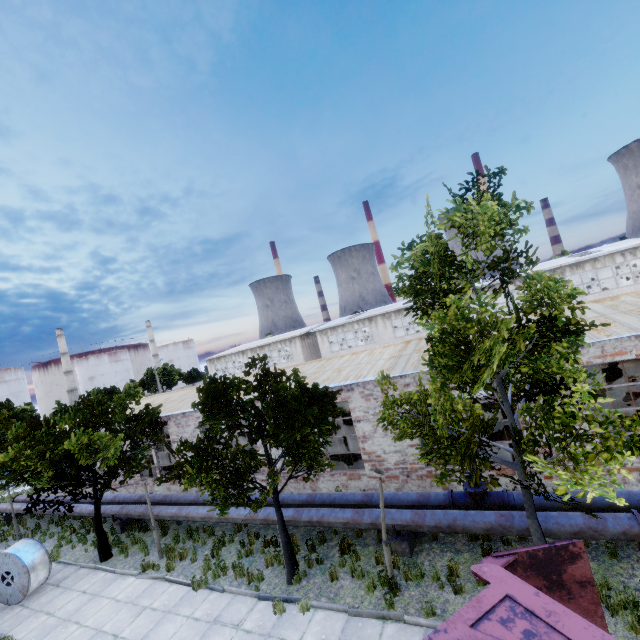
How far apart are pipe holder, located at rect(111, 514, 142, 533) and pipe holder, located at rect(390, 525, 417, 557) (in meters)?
14.38

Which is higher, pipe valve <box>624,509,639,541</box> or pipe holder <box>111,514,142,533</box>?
pipe valve <box>624,509,639,541</box>

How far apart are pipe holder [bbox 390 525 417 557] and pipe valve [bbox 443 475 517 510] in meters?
1.2

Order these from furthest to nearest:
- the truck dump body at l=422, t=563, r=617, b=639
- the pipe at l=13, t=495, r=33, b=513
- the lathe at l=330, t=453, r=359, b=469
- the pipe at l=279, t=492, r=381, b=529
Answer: the pipe at l=13, t=495, r=33, b=513
the lathe at l=330, t=453, r=359, b=469
the pipe at l=279, t=492, r=381, b=529
the truck dump body at l=422, t=563, r=617, b=639

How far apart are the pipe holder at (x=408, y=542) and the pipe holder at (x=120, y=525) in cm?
1438

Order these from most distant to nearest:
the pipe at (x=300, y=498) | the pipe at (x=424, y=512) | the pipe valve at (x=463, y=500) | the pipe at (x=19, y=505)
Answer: the pipe at (x=19, y=505) < the pipe at (x=300, y=498) < the pipe valve at (x=463, y=500) < the pipe at (x=424, y=512)

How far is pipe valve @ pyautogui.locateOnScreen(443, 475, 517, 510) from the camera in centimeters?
958cm

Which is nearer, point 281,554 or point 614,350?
point 614,350
